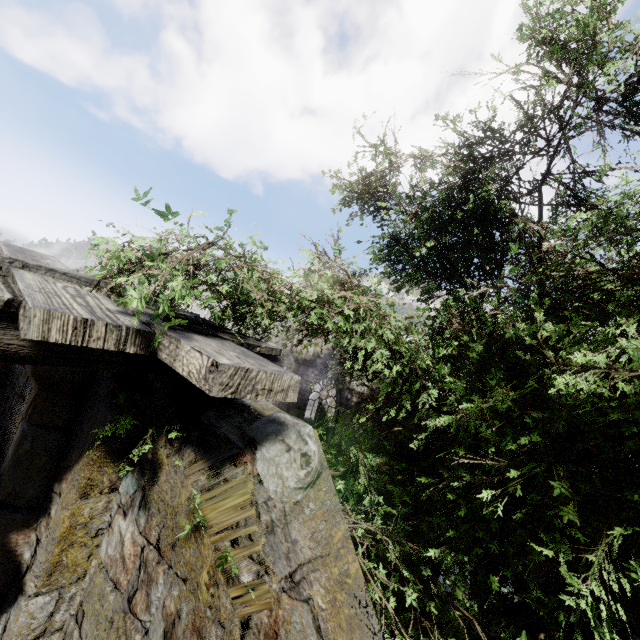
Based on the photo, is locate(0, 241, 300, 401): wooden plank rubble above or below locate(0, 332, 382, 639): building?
above

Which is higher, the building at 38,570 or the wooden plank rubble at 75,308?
the wooden plank rubble at 75,308

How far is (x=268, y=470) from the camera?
2.1m
